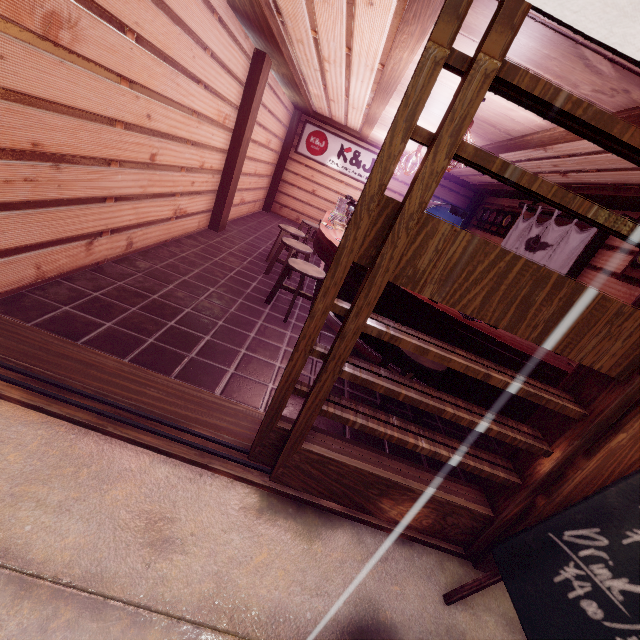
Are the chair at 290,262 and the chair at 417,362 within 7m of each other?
yes

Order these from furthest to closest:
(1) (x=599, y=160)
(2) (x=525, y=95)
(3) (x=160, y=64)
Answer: (1) (x=599, y=160), (3) (x=160, y=64), (2) (x=525, y=95)

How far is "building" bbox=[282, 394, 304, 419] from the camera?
4.43m

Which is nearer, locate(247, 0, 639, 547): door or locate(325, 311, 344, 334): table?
locate(247, 0, 639, 547): door

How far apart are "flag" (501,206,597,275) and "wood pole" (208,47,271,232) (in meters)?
9.81

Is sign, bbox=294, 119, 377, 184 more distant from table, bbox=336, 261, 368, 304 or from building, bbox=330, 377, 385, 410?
table, bbox=336, 261, 368, 304

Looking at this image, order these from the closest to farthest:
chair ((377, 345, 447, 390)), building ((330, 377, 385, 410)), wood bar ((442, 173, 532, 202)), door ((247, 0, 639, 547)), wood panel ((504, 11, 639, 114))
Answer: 1. door ((247, 0, 639, 547))
2. wood panel ((504, 11, 639, 114))
3. chair ((377, 345, 447, 390))
4. building ((330, 377, 385, 410))
5. wood bar ((442, 173, 532, 202))

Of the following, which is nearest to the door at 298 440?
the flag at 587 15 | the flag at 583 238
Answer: the flag at 587 15
